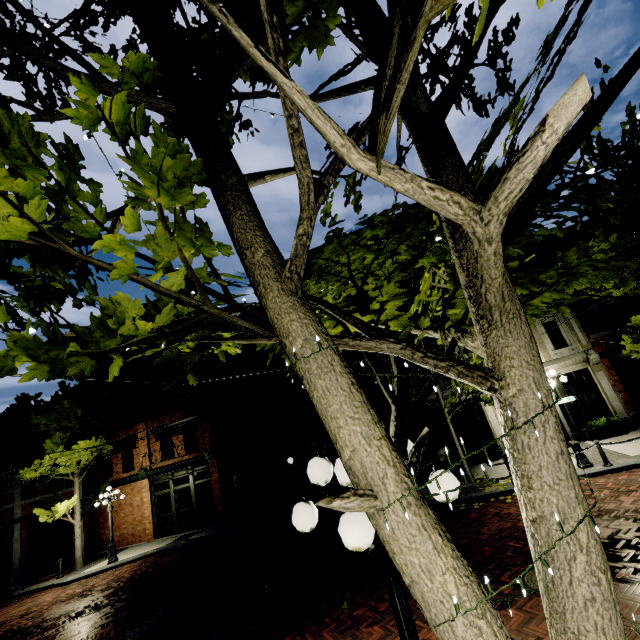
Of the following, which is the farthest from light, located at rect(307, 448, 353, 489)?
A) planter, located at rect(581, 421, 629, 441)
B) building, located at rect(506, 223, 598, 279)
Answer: planter, located at rect(581, 421, 629, 441)

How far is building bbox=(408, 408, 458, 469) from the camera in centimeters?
1614cm

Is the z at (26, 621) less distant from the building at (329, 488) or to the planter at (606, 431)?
the building at (329, 488)

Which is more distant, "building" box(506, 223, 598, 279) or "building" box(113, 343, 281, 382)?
"building" box(113, 343, 281, 382)

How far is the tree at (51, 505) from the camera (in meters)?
16.80

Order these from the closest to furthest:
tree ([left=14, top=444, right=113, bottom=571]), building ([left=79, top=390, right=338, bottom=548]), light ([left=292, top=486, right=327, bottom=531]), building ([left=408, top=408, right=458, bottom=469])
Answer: light ([left=292, top=486, right=327, bottom=531])
building ([left=408, top=408, right=458, bottom=469])
tree ([left=14, top=444, right=113, bottom=571])
building ([left=79, top=390, right=338, bottom=548])

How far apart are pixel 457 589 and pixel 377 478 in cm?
63

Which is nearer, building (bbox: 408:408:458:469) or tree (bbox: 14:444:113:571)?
building (bbox: 408:408:458:469)
